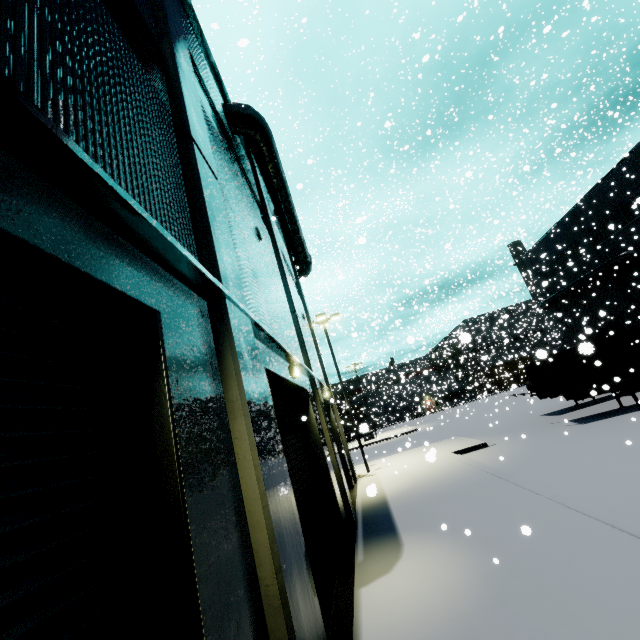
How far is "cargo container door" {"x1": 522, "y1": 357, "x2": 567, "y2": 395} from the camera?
16.8m

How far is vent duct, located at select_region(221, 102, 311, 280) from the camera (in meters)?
10.83

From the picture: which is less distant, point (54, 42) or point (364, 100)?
point (54, 42)

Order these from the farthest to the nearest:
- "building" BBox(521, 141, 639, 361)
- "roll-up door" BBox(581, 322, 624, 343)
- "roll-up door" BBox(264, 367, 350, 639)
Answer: "building" BBox(521, 141, 639, 361) < "roll-up door" BBox(581, 322, 624, 343) < "roll-up door" BBox(264, 367, 350, 639)

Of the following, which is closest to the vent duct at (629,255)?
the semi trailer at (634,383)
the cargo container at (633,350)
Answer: the semi trailer at (634,383)

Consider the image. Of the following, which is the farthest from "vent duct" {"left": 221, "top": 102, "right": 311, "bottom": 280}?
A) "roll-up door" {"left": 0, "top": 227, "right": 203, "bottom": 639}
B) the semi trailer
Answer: "roll-up door" {"left": 0, "top": 227, "right": 203, "bottom": 639}

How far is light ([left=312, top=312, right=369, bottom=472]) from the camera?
19.1m

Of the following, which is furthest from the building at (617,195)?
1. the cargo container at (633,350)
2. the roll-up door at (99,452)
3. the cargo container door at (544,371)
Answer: the cargo container door at (544,371)
